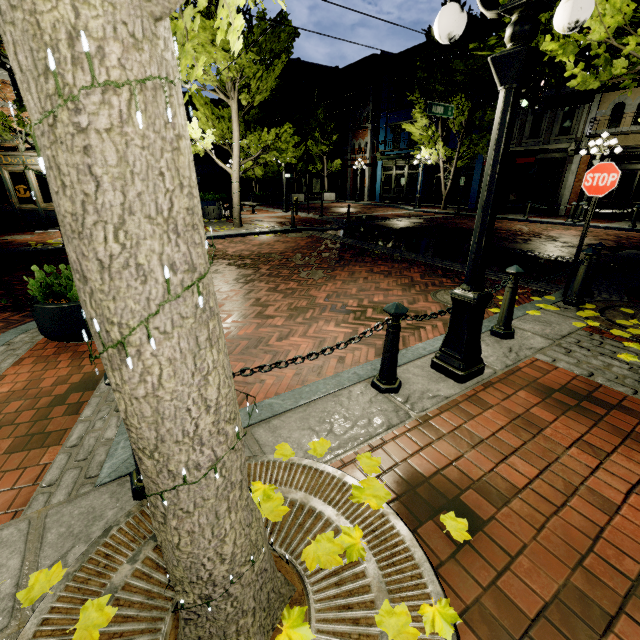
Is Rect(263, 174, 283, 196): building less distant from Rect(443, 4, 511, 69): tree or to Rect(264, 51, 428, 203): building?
Rect(264, 51, 428, 203): building

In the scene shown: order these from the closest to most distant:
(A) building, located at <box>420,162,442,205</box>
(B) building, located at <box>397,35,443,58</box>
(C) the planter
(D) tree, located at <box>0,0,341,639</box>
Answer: (D) tree, located at <box>0,0,341,639</box>
(C) the planter
(B) building, located at <box>397,35,443,58</box>
(A) building, located at <box>420,162,442,205</box>

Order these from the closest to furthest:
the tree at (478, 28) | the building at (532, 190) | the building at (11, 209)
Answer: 1. the tree at (478, 28)
2. the building at (11, 209)
3. the building at (532, 190)

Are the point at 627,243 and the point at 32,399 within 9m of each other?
no

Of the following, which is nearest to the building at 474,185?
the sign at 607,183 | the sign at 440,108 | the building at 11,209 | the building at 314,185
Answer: the sign at 440,108

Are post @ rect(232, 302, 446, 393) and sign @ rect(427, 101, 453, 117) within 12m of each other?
no

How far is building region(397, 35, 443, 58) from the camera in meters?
22.6

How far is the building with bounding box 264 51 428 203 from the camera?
26.5m
